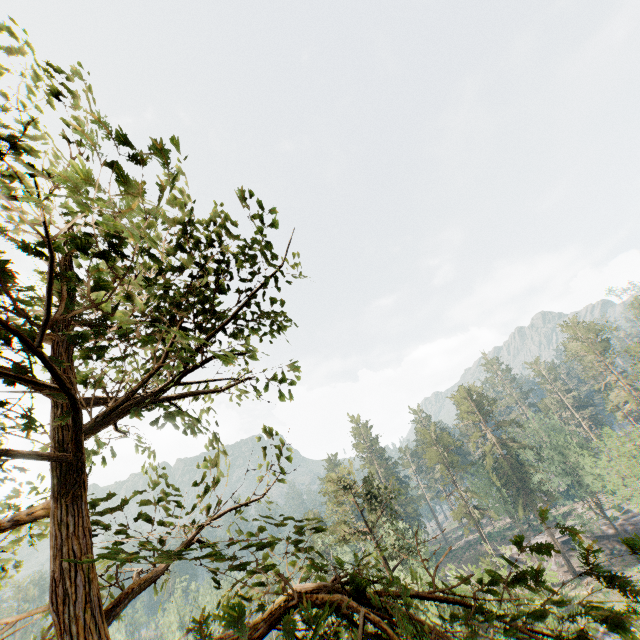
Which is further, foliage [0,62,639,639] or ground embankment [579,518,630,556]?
ground embankment [579,518,630,556]

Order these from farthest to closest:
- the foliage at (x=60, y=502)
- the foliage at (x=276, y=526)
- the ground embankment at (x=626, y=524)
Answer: the ground embankment at (x=626, y=524)
the foliage at (x=276, y=526)
the foliage at (x=60, y=502)

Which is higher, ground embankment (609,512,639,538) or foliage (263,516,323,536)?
foliage (263,516,323,536)

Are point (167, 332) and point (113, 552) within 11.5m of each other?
yes

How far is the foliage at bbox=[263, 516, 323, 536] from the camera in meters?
4.1 m

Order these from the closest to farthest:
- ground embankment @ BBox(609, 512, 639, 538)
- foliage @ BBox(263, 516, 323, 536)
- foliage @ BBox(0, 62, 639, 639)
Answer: foliage @ BBox(0, 62, 639, 639) → foliage @ BBox(263, 516, 323, 536) → ground embankment @ BBox(609, 512, 639, 538)

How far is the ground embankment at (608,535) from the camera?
50.6 meters
